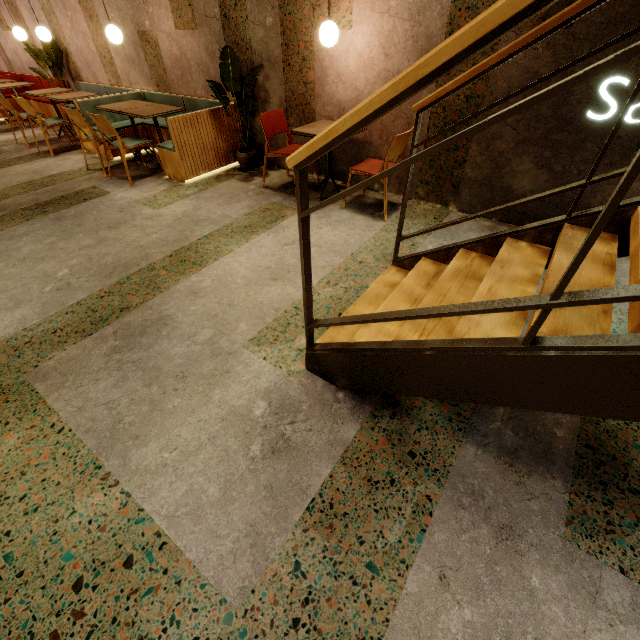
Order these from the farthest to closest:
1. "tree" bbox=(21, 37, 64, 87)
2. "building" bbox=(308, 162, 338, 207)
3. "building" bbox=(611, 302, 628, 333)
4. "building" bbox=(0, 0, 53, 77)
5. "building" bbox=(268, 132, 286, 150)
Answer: "building" bbox=(0, 0, 53, 77) → "tree" bbox=(21, 37, 64, 87) → "building" bbox=(268, 132, 286, 150) → "building" bbox=(308, 162, 338, 207) → "building" bbox=(611, 302, 628, 333)

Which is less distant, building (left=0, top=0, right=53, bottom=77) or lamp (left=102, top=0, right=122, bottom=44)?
lamp (left=102, top=0, right=122, bottom=44)

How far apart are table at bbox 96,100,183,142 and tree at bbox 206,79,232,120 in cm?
60

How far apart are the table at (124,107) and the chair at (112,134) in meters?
0.2

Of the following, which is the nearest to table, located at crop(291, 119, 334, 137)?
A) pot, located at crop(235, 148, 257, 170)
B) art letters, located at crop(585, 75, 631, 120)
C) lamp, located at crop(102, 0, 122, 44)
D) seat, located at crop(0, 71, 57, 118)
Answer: pot, located at crop(235, 148, 257, 170)

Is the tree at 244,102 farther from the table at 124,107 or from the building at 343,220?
the table at 124,107

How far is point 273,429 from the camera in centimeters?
181cm

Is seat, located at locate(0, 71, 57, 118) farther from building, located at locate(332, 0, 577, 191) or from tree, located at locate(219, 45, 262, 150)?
tree, located at locate(219, 45, 262, 150)
